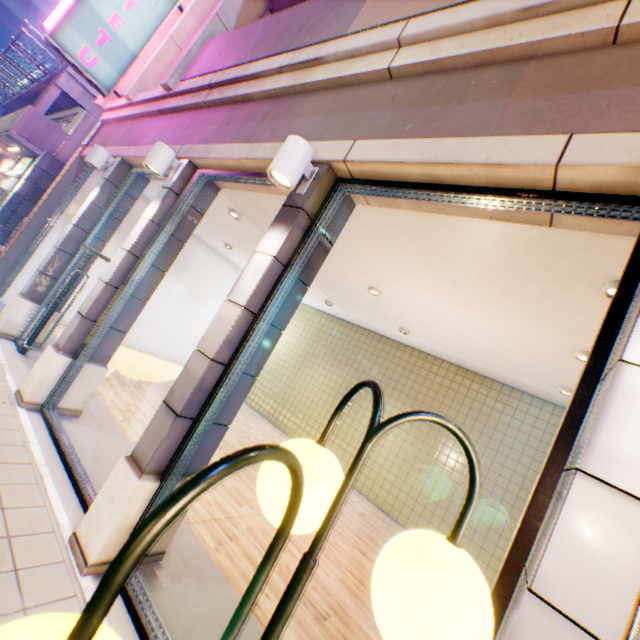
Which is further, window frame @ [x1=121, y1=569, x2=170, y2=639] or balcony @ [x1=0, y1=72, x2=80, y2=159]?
balcony @ [x1=0, y1=72, x2=80, y2=159]

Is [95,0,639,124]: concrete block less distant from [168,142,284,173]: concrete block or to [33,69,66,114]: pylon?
[168,142,284,173]: concrete block

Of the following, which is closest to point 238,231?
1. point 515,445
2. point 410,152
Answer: point 410,152

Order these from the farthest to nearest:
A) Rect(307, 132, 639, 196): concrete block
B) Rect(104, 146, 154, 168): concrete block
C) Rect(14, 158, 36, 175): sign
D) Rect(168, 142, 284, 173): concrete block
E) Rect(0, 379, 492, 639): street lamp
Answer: Rect(14, 158, 36, 175): sign → Rect(104, 146, 154, 168): concrete block → Rect(168, 142, 284, 173): concrete block → Rect(307, 132, 639, 196): concrete block → Rect(0, 379, 492, 639): street lamp

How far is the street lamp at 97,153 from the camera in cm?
638

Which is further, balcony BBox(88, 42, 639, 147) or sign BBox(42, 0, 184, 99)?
sign BBox(42, 0, 184, 99)

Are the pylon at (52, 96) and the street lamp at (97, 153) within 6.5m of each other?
no

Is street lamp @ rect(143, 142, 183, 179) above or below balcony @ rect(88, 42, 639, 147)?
below
